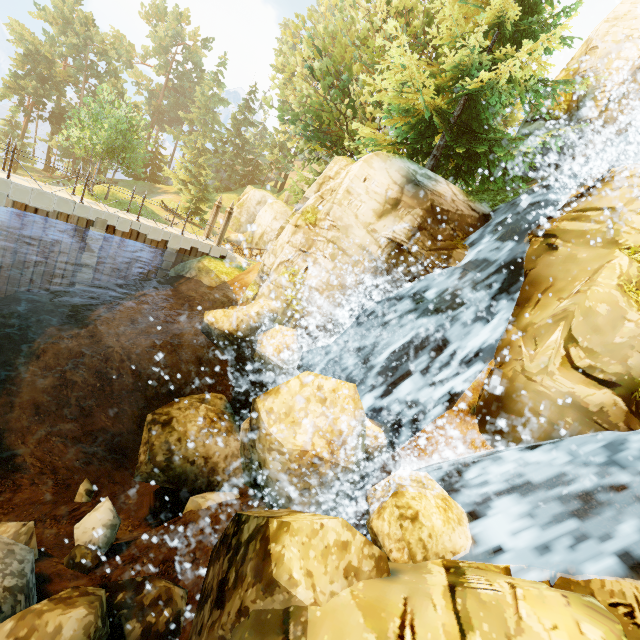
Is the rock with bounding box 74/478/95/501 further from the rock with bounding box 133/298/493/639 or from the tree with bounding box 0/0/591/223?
the tree with bounding box 0/0/591/223

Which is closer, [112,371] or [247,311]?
[247,311]

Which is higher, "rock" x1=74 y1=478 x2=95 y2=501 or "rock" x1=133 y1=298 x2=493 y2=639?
"rock" x1=133 y1=298 x2=493 y2=639

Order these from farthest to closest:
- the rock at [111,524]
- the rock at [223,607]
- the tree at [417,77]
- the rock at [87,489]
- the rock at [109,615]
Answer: the tree at [417,77] → the rock at [87,489] → the rock at [111,524] → the rock at [109,615] → the rock at [223,607]

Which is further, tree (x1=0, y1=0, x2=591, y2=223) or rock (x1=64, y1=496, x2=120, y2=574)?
tree (x1=0, y1=0, x2=591, y2=223)

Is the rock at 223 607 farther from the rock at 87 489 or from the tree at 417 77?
the tree at 417 77

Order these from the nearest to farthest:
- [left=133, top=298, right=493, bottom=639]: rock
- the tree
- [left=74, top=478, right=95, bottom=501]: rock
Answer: [left=133, top=298, right=493, bottom=639]: rock < [left=74, top=478, right=95, bottom=501]: rock < the tree

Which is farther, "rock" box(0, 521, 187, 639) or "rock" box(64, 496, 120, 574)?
"rock" box(64, 496, 120, 574)
